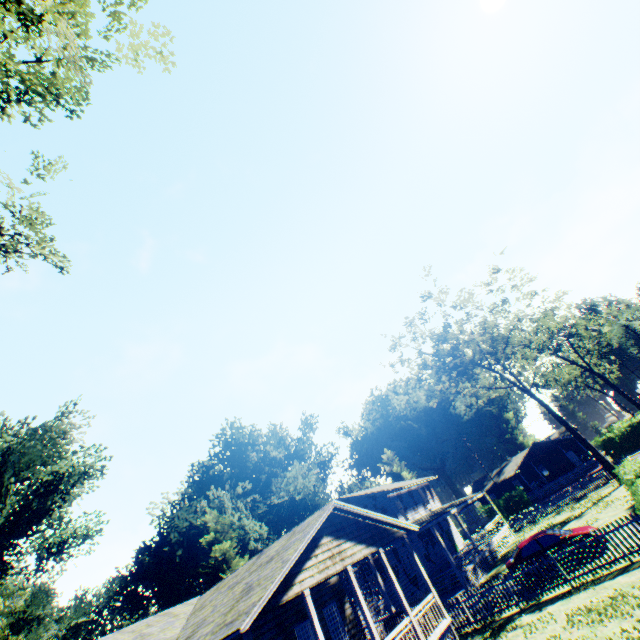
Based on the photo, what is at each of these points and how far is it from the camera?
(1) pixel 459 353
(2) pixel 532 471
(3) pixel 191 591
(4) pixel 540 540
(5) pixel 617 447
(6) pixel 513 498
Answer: (1) tree, 35.0m
(2) house, 55.4m
(3) plant, 40.3m
(4) car, 16.3m
(5) hedge, 41.0m
(6) hedge, 47.8m

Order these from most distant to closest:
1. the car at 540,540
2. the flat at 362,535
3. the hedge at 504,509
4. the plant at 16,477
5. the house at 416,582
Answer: the hedge at 504,509 < the plant at 16,477 < the house at 416,582 < the car at 540,540 < the flat at 362,535

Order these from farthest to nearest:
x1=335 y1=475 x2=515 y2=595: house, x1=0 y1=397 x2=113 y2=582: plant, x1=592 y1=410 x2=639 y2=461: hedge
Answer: x1=592 y1=410 x2=639 y2=461: hedge < x1=0 y1=397 x2=113 y2=582: plant < x1=335 y1=475 x2=515 y2=595: house

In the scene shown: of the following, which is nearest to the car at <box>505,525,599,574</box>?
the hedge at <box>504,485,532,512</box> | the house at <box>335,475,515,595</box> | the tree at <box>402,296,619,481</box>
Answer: the house at <box>335,475,515,595</box>

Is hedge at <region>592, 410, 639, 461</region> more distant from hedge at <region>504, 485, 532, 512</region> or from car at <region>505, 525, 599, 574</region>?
car at <region>505, 525, 599, 574</region>

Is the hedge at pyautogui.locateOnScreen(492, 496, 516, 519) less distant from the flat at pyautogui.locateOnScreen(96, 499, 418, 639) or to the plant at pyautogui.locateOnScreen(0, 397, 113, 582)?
the plant at pyautogui.locateOnScreen(0, 397, 113, 582)

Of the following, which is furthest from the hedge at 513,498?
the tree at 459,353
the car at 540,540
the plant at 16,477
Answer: the car at 540,540

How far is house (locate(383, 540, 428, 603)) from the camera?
24.1m
